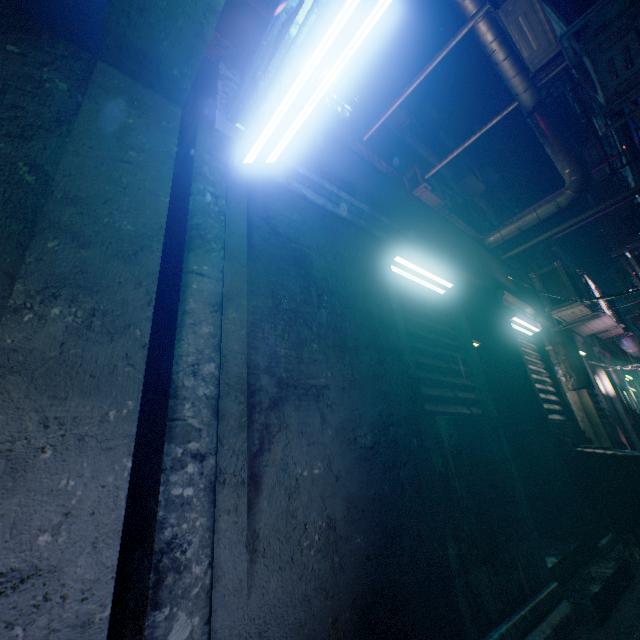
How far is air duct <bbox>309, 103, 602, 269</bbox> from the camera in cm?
453

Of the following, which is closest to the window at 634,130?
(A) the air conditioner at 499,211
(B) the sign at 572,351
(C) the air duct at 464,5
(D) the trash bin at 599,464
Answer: (C) the air duct at 464,5

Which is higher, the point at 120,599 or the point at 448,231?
the point at 448,231

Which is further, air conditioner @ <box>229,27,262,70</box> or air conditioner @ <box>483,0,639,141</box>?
air conditioner @ <box>229,27,262,70</box>

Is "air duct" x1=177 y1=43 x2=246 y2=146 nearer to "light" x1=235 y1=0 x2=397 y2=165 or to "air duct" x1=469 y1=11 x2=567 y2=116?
"light" x1=235 y1=0 x2=397 y2=165

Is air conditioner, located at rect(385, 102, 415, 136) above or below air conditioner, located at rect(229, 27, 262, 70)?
above

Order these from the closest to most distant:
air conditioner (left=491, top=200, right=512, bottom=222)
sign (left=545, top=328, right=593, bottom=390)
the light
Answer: the light → sign (left=545, top=328, right=593, bottom=390) → air conditioner (left=491, top=200, right=512, bottom=222)

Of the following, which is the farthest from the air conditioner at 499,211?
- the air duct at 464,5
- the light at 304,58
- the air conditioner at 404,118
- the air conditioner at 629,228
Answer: the light at 304,58
